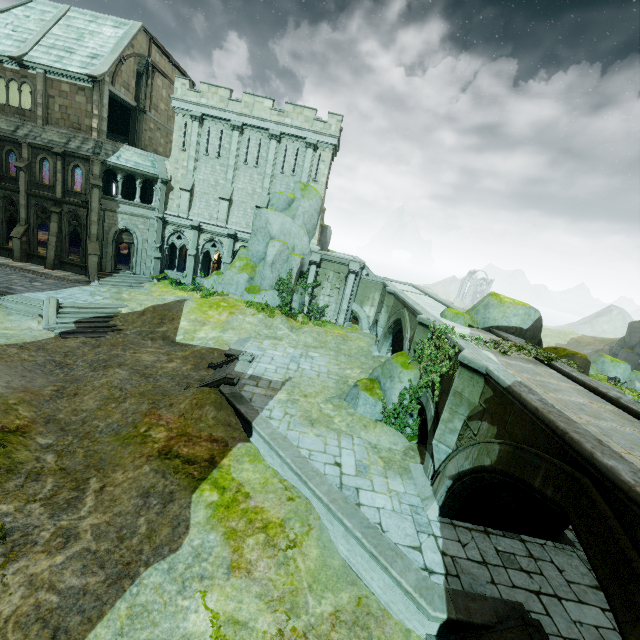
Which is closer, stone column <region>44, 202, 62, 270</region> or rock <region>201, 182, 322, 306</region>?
stone column <region>44, 202, 62, 270</region>

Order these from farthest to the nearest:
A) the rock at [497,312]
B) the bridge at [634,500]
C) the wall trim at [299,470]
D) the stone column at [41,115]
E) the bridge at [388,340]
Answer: the stone column at [41,115], the rock at [497,312], the bridge at [388,340], the wall trim at [299,470], the bridge at [634,500]

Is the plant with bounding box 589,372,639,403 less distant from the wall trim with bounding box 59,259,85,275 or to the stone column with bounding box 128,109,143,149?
the wall trim with bounding box 59,259,85,275

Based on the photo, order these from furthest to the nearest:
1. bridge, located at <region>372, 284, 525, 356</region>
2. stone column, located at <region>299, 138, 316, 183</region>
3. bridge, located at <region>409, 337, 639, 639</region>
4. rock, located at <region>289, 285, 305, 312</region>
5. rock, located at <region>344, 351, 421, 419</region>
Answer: rock, located at <region>289, 285, 305, 312</region> → stone column, located at <region>299, 138, 316, 183</region> → bridge, located at <region>372, 284, 525, 356</region> → rock, located at <region>344, 351, 421, 419</region> → bridge, located at <region>409, 337, 639, 639</region>

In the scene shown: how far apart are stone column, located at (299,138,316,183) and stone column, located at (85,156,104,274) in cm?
1476

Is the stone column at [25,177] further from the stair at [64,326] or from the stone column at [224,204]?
the stone column at [224,204]

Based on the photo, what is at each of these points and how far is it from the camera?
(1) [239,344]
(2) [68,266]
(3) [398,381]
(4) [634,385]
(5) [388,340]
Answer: (1) wall trim, 19.9m
(2) wall trim, 25.9m
(3) rock, 14.0m
(4) plant, 30.2m
(5) bridge, 23.4m

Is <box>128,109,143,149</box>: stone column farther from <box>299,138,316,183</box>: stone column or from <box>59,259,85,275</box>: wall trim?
<box>299,138,316,183</box>: stone column
